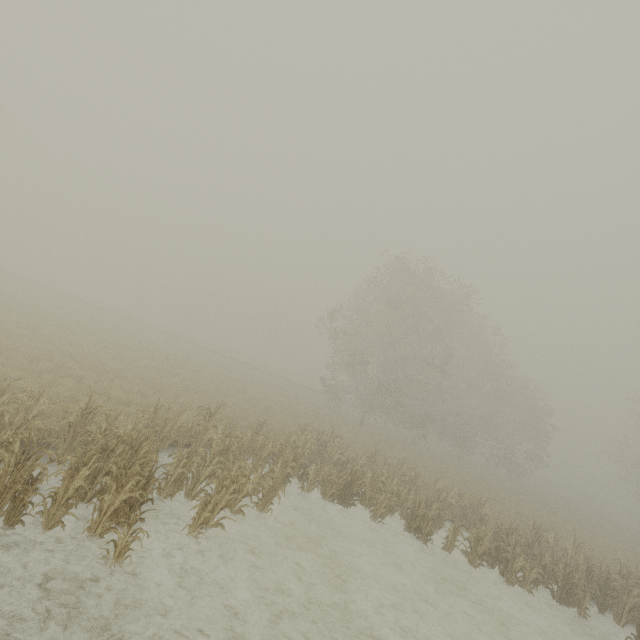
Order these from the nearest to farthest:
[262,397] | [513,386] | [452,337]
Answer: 1. [262,397]
2. [452,337]
3. [513,386]
